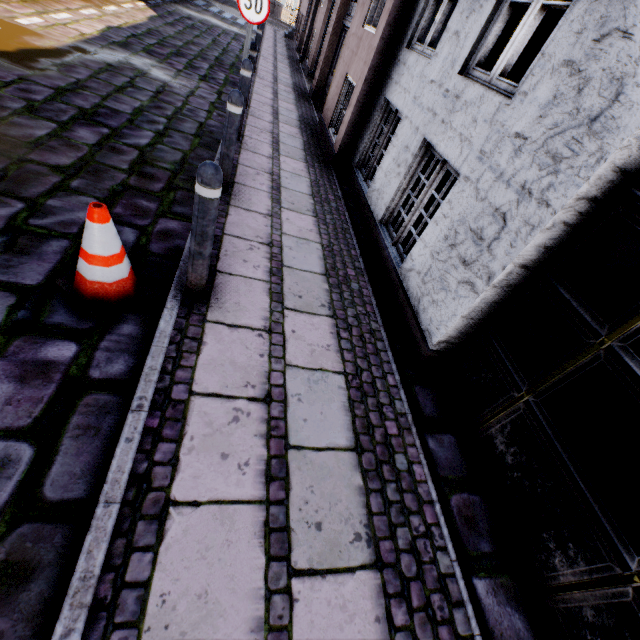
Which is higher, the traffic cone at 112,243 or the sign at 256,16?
the sign at 256,16

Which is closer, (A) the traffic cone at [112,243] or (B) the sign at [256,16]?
(A) the traffic cone at [112,243]

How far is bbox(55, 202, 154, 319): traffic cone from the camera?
2.2m

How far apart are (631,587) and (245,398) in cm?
235

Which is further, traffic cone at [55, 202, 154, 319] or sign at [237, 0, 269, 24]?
sign at [237, 0, 269, 24]

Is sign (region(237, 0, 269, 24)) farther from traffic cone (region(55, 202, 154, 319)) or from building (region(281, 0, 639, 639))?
traffic cone (region(55, 202, 154, 319))

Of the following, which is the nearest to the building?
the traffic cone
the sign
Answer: the sign
